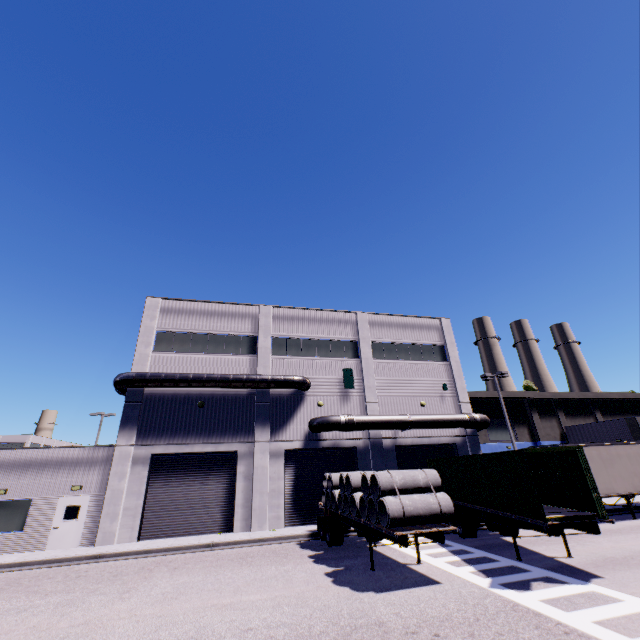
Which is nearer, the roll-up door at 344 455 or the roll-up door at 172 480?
the roll-up door at 172 480

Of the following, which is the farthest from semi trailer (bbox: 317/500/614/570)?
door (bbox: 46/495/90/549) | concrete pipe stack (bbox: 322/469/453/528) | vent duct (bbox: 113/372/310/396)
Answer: door (bbox: 46/495/90/549)

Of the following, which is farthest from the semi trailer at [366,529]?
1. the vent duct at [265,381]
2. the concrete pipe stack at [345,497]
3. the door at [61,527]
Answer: the door at [61,527]

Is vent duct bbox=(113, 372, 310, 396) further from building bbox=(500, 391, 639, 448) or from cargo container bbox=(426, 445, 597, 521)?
cargo container bbox=(426, 445, 597, 521)

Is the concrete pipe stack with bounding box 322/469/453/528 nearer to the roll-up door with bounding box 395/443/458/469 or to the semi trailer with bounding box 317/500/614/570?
the semi trailer with bounding box 317/500/614/570

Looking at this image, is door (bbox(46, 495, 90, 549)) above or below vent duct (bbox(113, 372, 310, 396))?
below

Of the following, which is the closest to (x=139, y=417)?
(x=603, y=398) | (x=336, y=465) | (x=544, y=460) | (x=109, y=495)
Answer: (x=109, y=495)

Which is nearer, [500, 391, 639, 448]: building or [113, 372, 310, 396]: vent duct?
[113, 372, 310, 396]: vent duct
